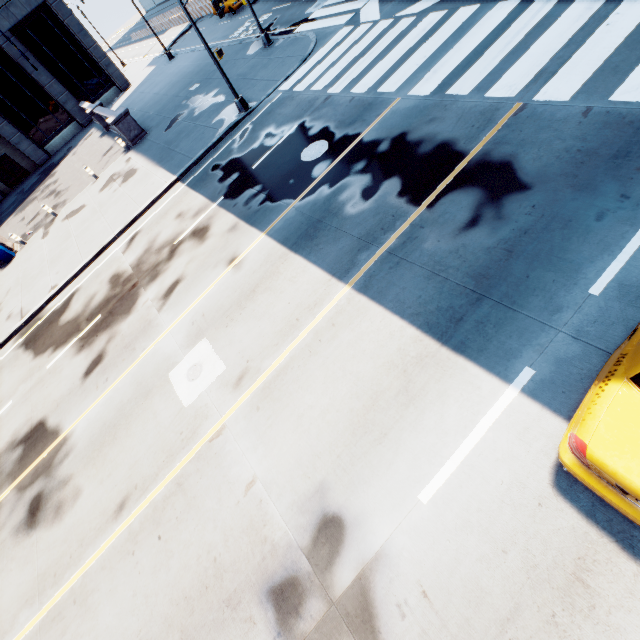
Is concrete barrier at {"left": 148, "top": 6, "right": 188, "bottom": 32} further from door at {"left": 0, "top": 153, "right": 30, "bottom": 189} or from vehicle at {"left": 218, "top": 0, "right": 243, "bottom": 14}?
door at {"left": 0, "top": 153, "right": 30, "bottom": 189}

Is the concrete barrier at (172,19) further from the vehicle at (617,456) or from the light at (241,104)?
the vehicle at (617,456)

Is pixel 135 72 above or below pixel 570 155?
above

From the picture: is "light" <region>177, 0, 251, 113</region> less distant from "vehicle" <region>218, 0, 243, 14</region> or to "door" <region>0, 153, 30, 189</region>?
"vehicle" <region>218, 0, 243, 14</region>

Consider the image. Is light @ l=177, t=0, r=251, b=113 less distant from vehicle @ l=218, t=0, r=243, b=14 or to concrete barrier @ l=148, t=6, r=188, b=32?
concrete barrier @ l=148, t=6, r=188, b=32

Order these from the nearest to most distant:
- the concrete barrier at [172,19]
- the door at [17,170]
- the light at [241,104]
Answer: the light at [241,104] → the door at [17,170] → the concrete barrier at [172,19]

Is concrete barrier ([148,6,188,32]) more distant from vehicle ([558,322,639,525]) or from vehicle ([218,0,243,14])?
vehicle ([558,322,639,525])
